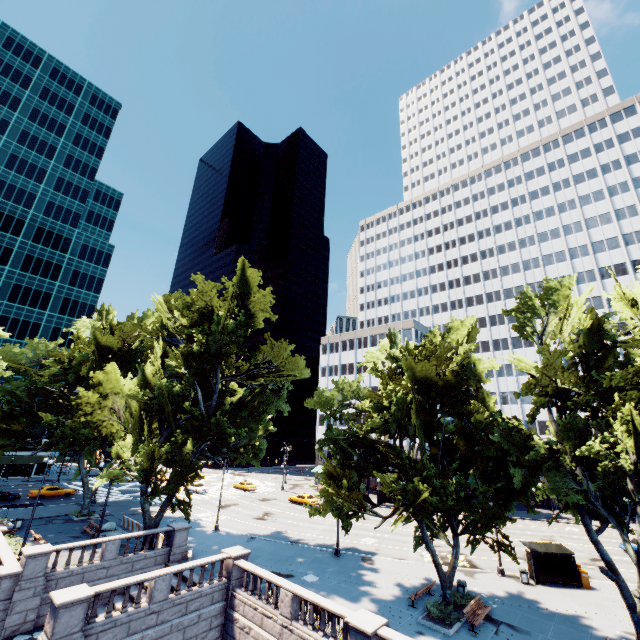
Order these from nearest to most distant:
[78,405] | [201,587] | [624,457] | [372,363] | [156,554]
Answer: [624,457], [201,587], [156,554], [372,363], [78,405]

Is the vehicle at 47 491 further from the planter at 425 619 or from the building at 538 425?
the planter at 425 619

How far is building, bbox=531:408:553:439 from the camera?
58.09m

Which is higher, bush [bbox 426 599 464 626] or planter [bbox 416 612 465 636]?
bush [bbox 426 599 464 626]

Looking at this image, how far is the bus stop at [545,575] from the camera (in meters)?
24.52

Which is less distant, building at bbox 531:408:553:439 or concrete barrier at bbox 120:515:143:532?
concrete barrier at bbox 120:515:143:532

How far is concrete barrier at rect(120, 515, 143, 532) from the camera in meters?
31.4 m

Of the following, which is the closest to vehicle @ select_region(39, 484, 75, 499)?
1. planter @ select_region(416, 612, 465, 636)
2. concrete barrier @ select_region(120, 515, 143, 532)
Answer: concrete barrier @ select_region(120, 515, 143, 532)
